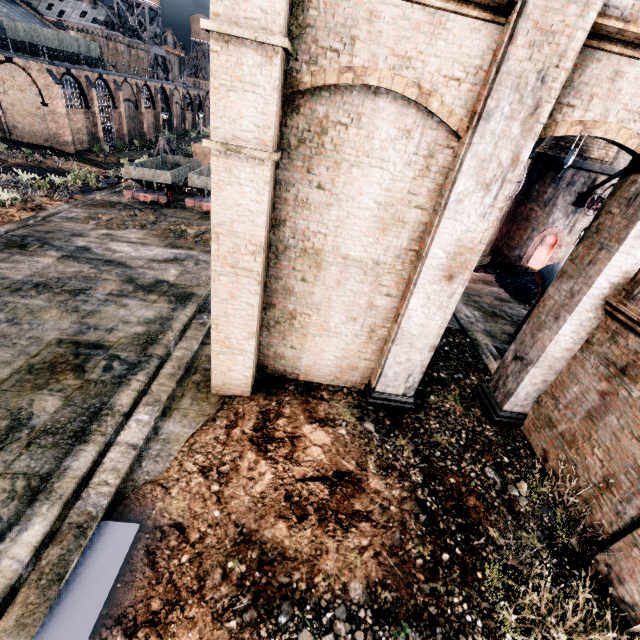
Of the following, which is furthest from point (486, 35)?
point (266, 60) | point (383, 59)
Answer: point (266, 60)

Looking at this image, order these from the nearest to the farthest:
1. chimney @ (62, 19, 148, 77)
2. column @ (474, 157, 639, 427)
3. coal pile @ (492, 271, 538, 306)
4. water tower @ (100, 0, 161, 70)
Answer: column @ (474, 157, 639, 427)
coal pile @ (492, 271, 538, 306)
chimney @ (62, 19, 148, 77)
water tower @ (100, 0, 161, 70)

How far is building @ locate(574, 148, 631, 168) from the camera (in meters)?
23.00

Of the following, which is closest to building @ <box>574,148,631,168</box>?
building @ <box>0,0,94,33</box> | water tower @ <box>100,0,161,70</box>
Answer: building @ <box>0,0,94,33</box>

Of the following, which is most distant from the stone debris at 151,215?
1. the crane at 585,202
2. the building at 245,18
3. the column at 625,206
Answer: the crane at 585,202

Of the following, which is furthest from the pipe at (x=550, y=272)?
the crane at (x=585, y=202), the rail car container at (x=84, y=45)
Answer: the rail car container at (x=84, y=45)

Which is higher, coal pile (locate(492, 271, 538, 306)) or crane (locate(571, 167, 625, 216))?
crane (locate(571, 167, 625, 216))

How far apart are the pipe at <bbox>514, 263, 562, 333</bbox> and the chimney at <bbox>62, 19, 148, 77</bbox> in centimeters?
6529cm
